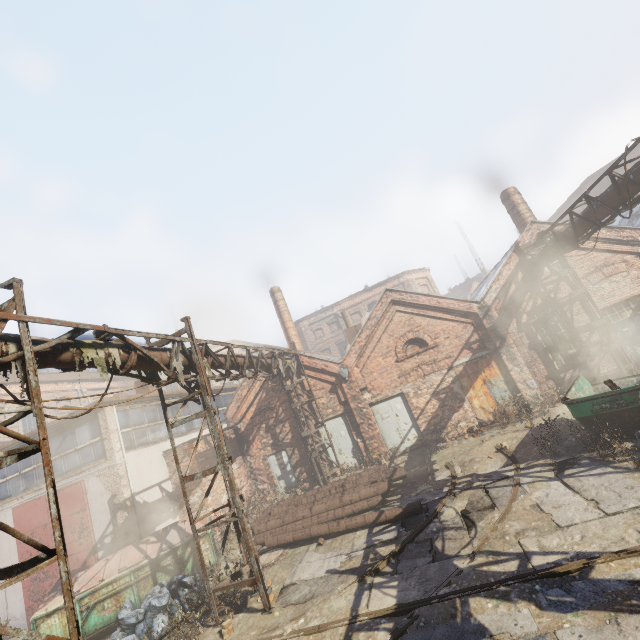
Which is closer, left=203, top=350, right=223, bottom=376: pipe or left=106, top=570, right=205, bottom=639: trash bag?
left=106, top=570, right=205, bottom=639: trash bag

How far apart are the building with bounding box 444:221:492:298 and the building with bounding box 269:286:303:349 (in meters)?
31.95

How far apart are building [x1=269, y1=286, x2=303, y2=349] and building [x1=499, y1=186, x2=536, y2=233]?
15.0m

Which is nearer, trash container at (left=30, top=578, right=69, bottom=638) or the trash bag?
the trash bag

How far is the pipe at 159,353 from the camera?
7.2m

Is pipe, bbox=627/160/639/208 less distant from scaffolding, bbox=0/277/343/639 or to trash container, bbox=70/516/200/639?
scaffolding, bbox=0/277/343/639

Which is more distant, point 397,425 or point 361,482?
point 397,425

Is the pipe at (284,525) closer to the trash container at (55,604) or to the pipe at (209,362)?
the trash container at (55,604)
